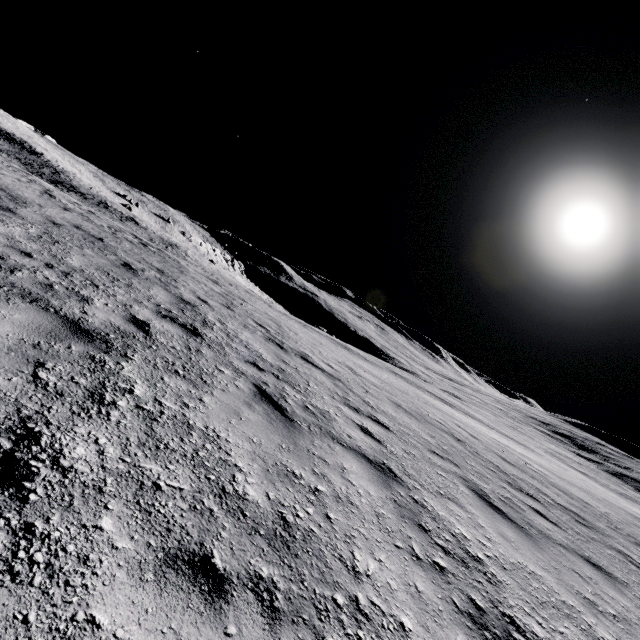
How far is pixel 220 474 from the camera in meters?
2.7 m
